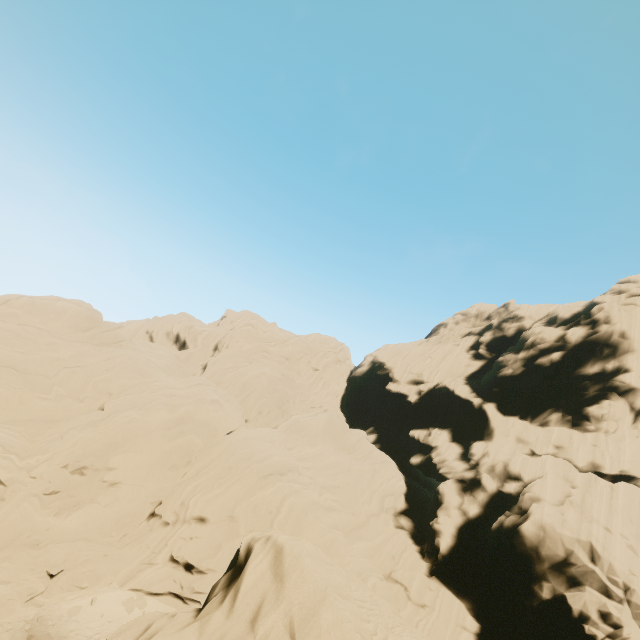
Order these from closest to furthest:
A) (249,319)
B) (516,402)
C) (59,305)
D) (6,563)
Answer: (6,563), (59,305), (516,402), (249,319)
